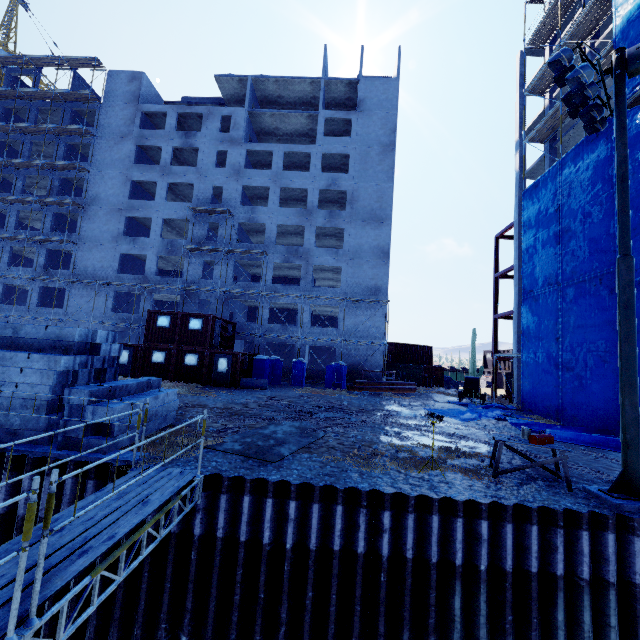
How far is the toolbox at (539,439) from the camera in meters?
8.1 m

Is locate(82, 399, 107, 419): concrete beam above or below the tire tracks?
above

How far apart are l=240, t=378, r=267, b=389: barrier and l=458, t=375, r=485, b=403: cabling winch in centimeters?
1485cm

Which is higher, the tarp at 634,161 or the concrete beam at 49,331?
the tarp at 634,161

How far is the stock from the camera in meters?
25.9 m

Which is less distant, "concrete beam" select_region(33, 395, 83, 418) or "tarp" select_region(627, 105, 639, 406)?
"concrete beam" select_region(33, 395, 83, 418)

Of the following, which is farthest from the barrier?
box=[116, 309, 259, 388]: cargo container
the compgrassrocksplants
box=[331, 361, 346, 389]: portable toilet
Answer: box=[331, 361, 346, 389]: portable toilet

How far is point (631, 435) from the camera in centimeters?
736cm
